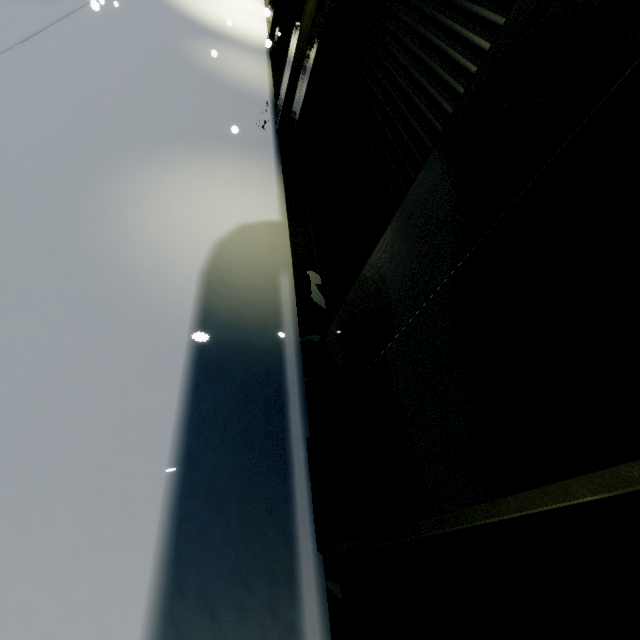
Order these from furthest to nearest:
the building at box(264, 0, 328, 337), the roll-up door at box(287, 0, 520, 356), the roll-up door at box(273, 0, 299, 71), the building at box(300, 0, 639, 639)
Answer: the roll-up door at box(273, 0, 299, 71)
the building at box(264, 0, 328, 337)
the roll-up door at box(287, 0, 520, 356)
the building at box(300, 0, 639, 639)

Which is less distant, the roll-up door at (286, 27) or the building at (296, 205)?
the building at (296, 205)

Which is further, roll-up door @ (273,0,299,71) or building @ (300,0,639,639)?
roll-up door @ (273,0,299,71)

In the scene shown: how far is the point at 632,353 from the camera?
0.8m

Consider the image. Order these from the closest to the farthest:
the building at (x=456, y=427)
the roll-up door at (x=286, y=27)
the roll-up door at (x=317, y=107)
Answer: the building at (x=456, y=427), the roll-up door at (x=317, y=107), the roll-up door at (x=286, y=27)
